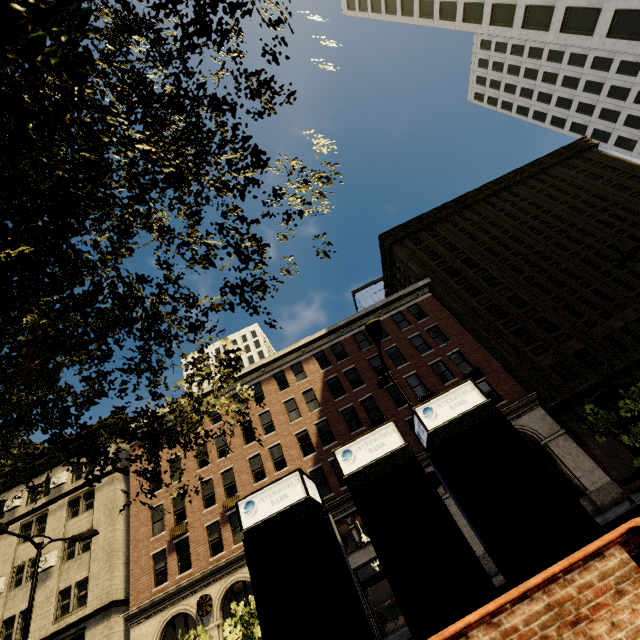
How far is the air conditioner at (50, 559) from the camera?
22.9 meters

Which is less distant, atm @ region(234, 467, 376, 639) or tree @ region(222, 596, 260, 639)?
atm @ region(234, 467, 376, 639)

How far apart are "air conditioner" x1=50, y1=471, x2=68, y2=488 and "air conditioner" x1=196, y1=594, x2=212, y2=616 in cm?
1592

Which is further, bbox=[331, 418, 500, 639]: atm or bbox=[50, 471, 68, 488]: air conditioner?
bbox=[50, 471, 68, 488]: air conditioner

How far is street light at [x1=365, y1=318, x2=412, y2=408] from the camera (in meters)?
10.76

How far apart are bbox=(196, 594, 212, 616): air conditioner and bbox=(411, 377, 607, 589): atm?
22.1m

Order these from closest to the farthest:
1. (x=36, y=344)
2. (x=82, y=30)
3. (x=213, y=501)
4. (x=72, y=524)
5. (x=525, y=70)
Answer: (x=82, y=30) < (x=36, y=344) < (x=72, y=524) < (x=213, y=501) < (x=525, y=70)

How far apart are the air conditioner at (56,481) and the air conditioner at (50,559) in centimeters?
504cm
